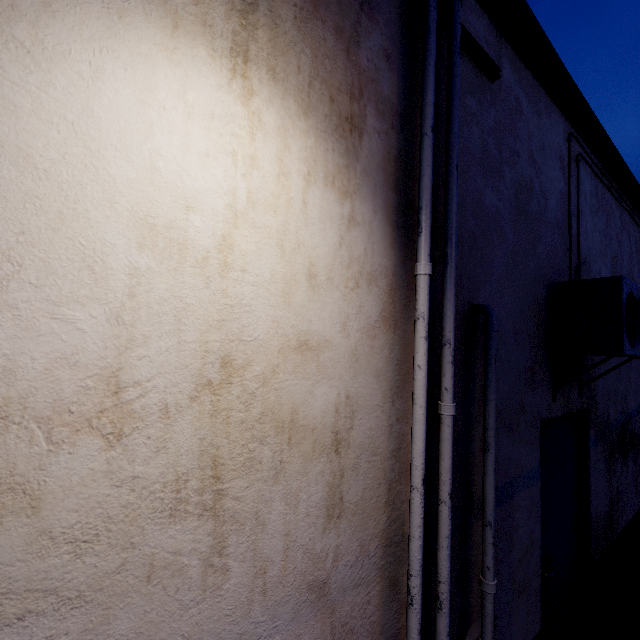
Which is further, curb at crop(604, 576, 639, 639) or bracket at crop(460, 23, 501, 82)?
curb at crop(604, 576, 639, 639)

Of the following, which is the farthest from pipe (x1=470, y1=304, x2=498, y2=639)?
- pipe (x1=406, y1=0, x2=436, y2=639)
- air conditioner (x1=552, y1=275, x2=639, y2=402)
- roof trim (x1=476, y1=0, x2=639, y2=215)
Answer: roof trim (x1=476, y1=0, x2=639, y2=215)

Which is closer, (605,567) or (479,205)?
(479,205)

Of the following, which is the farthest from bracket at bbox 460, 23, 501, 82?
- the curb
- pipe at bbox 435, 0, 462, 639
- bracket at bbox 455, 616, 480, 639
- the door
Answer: the curb

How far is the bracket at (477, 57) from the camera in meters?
1.8 m

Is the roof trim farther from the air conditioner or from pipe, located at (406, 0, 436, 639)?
the air conditioner

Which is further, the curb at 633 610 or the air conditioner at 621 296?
the curb at 633 610

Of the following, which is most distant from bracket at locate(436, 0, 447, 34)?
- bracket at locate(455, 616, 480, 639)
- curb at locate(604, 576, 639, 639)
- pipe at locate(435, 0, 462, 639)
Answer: curb at locate(604, 576, 639, 639)
